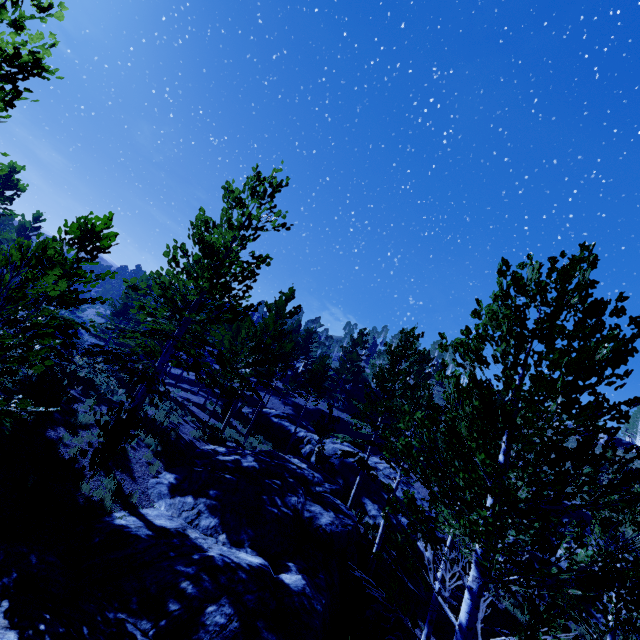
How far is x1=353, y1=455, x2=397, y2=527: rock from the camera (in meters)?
19.45

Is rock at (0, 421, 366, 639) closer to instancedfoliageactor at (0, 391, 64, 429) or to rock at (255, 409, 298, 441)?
instancedfoliageactor at (0, 391, 64, 429)

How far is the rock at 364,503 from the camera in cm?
1945

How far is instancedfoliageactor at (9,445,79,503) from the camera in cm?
744

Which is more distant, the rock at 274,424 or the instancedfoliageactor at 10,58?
the rock at 274,424

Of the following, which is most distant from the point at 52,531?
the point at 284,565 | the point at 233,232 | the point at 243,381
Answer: the point at 243,381

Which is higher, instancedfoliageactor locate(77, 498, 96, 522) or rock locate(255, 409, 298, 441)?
rock locate(255, 409, 298, 441)

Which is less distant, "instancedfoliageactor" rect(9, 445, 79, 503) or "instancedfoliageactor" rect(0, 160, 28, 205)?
"instancedfoliageactor" rect(9, 445, 79, 503)
